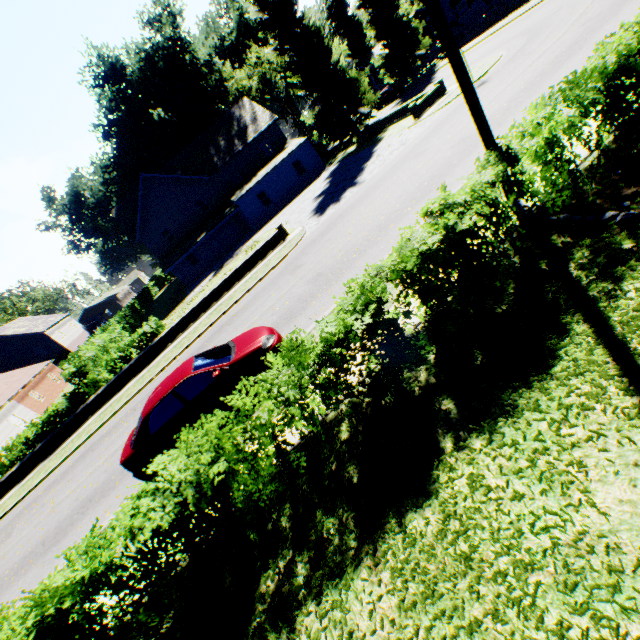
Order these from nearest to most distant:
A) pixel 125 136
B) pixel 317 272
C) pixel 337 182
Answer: pixel 317 272
pixel 337 182
pixel 125 136

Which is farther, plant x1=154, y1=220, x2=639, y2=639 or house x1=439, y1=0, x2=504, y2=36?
house x1=439, y1=0, x2=504, y2=36

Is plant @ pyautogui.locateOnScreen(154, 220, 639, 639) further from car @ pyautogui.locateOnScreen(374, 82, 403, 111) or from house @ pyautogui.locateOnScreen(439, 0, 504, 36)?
car @ pyautogui.locateOnScreen(374, 82, 403, 111)

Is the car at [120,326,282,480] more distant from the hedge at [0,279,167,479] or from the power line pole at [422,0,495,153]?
the power line pole at [422,0,495,153]

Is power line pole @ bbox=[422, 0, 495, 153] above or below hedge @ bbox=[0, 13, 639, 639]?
above

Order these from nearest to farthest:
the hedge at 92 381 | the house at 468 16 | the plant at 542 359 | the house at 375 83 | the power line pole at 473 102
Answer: the plant at 542 359 → the power line pole at 473 102 → the hedge at 92 381 → the house at 468 16 → the house at 375 83

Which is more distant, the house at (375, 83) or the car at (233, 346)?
the house at (375, 83)
